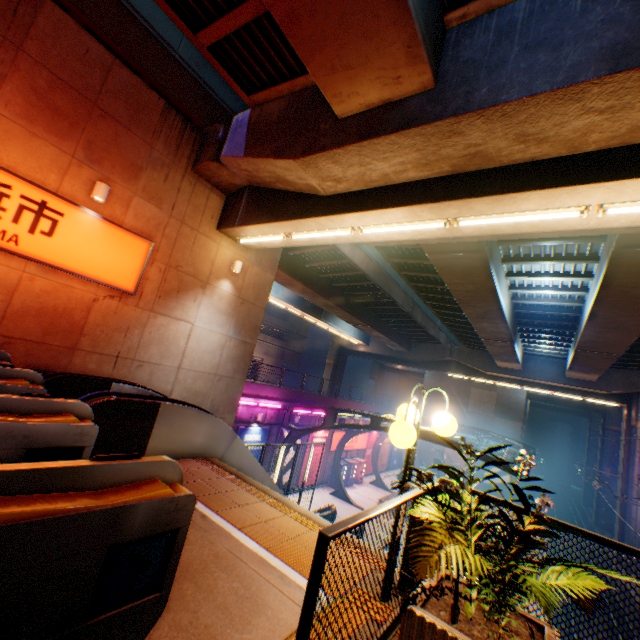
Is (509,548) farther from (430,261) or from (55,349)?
(430,261)

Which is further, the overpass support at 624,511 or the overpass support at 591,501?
the overpass support at 591,501

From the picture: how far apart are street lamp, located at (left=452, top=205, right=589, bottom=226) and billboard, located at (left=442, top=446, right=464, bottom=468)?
39.7 meters

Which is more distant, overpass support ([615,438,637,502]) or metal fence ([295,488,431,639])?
overpass support ([615,438,637,502])

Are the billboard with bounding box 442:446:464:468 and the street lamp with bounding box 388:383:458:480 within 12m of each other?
no

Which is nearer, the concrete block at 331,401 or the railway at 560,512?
the concrete block at 331,401

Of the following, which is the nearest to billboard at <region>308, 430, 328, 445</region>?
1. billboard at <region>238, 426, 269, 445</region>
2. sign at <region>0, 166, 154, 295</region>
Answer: billboard at <region>238, 426, 269, 445</region>

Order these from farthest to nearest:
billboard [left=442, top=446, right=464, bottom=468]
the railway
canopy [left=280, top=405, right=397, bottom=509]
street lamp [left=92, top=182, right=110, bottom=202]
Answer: billboard [left=442, top=446, right=464, bottom=468] < the railway < canopy [left=280, top=405, right=397, bottom=509] < street lamp [left=92, top=182, right=110, bottom=202]
